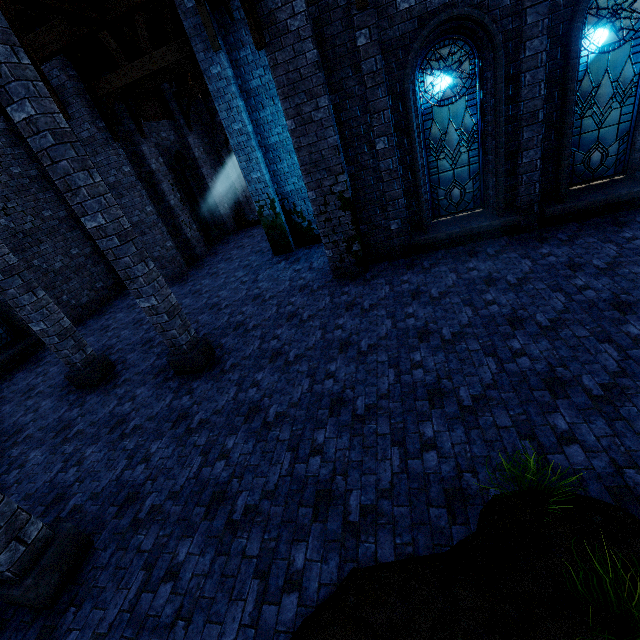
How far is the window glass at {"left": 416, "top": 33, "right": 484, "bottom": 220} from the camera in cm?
674

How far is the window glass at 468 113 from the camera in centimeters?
674cm

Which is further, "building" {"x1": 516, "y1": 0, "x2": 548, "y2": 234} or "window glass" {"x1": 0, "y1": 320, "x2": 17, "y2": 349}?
"window glass" {"x1": 0, "y1": 320, "x2": 17, "y2": 349}

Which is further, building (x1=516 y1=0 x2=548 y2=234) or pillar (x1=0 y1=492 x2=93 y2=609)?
building (x1=516 y1=0 x2=548 y2=234)

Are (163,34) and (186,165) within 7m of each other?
yes

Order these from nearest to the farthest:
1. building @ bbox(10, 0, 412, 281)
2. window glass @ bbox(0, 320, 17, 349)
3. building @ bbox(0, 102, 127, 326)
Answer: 1. building @ bbox(10, 0, 412, 281)
2. window glass @ bbox(0, 320, 17, 349)
3. building @ bbox(0, 102, 127, 326)

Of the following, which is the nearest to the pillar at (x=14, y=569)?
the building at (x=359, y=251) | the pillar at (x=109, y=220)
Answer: the building at (x=359, y=251)
